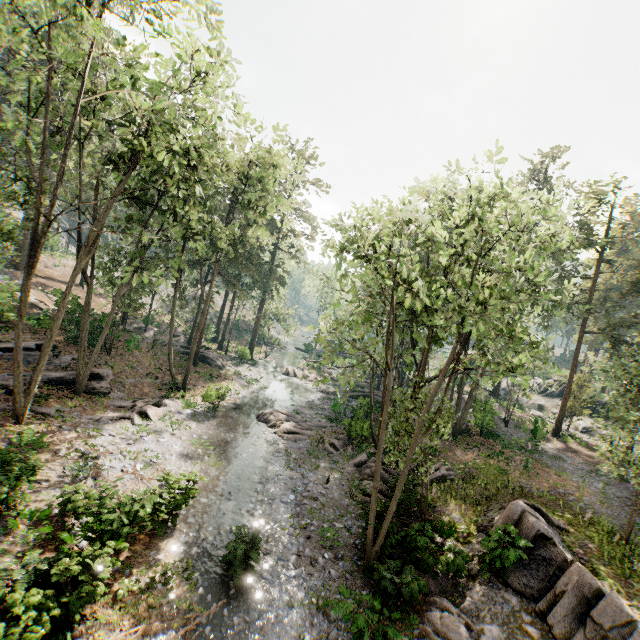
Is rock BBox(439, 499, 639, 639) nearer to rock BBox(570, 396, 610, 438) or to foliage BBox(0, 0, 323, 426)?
foliage BBox(0, 0, 323, 426)

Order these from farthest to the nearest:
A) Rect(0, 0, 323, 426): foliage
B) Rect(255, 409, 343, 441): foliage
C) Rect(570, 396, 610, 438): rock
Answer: Rect(570, 396, 610, 438): rock
Rect(255, 409, 343, 441): foliage
Rect(0, 0, 323, 426): foliage

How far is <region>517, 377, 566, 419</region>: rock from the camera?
41.50m

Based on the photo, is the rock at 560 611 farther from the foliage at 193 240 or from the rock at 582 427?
the rock at 582 427

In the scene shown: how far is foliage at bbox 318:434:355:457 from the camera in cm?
2227

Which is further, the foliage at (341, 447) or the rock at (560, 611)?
the foliage at (341, 447)

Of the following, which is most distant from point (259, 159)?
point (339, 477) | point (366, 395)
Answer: point (366, 395)
